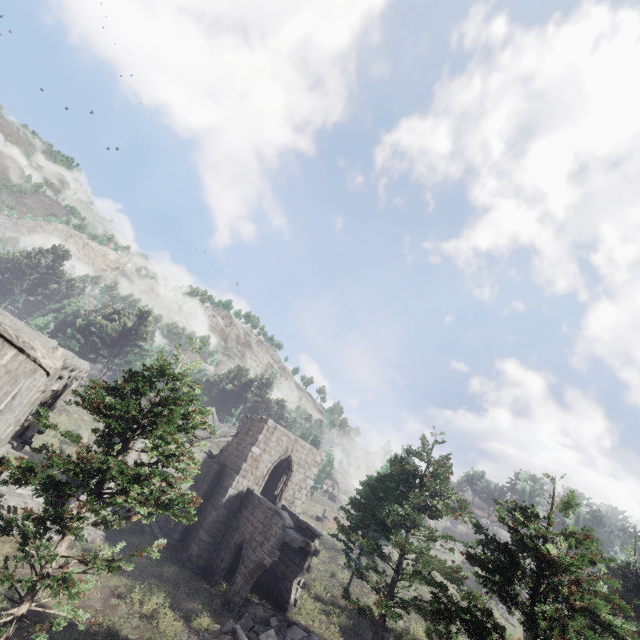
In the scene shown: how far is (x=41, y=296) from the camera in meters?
55.0 m

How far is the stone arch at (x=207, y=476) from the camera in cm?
2255

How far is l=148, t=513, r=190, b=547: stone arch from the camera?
21.02m

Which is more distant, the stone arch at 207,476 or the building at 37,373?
the stone arch at 207,476

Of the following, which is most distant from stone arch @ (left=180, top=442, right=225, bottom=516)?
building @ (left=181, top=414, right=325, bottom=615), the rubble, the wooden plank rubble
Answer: the wooden plank rubble

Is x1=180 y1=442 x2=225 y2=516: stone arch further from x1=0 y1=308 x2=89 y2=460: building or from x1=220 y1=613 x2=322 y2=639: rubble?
x1=220 y1=613 x2=322 y2=639: rubble

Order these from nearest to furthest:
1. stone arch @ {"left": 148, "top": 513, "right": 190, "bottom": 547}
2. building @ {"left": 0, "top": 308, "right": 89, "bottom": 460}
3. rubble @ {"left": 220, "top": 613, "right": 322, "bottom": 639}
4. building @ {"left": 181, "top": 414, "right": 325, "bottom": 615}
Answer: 1. building @ {"left": 0, "top": 308, "right": 89, "bottom": 460}
2. rubble @ {"left": 220, "top": 613, "right": 322, "bottom": 639}
3. building @ {"left": 181, "top": 414, "right": 325, "bottom": 615}
4. stone arch @ {"left": 148, "top": 513, "right": 190, "bottom": 547}

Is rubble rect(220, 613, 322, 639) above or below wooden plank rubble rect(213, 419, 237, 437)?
below
